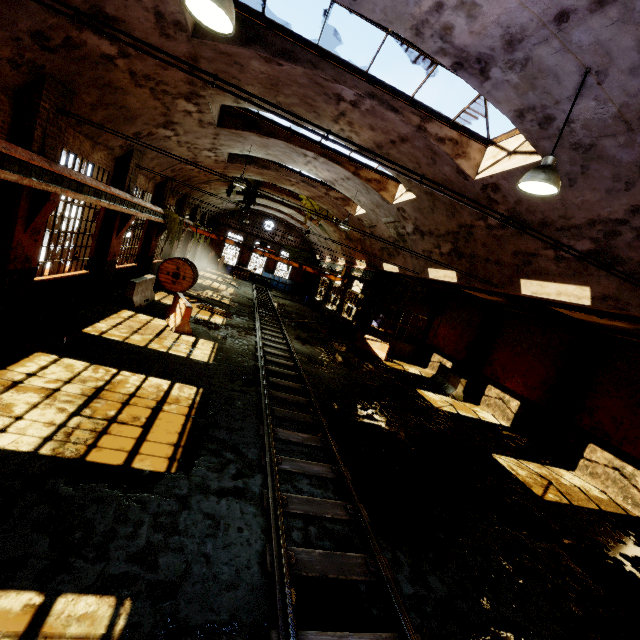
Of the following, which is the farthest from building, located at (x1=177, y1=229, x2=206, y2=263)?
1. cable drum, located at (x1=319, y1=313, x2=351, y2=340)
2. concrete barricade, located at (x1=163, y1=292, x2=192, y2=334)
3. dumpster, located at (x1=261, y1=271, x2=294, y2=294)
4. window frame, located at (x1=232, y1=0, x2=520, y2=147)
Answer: cable drum, located at (x1=319, y1=313, x2=351, y2=340)

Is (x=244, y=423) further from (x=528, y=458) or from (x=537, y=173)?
(x=528, y=458)

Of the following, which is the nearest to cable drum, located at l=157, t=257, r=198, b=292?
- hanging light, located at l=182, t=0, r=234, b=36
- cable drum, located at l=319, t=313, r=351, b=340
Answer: cable drum, located at l=319, t=313, r=351, b=340

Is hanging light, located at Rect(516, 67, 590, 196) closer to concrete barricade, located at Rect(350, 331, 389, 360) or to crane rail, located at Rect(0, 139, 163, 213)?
crane rail, located at Rect(0, 139, 163, 213)

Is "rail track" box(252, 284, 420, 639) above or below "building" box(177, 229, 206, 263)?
below

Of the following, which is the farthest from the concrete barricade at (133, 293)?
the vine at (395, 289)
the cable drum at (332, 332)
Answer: the vine at (395, 289)

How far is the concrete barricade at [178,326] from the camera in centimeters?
1129cm

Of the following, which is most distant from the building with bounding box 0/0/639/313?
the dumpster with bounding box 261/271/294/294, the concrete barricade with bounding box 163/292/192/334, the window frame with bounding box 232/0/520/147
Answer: the dumpster with bounding box 261/271/294/294
